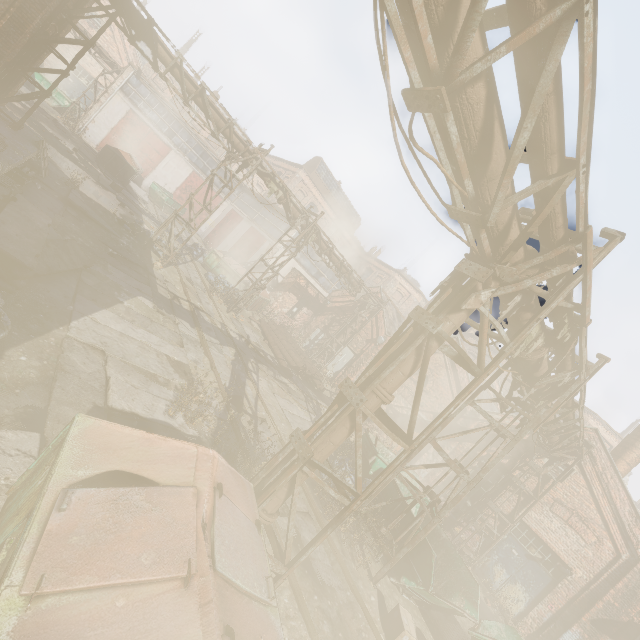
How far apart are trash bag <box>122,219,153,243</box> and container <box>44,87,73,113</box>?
20.1 meters

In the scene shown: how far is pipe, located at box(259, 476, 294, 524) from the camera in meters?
4.3

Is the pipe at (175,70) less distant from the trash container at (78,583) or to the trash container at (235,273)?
the trash container at (78,583)

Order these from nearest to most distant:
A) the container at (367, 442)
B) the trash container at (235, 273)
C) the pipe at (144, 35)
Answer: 1. the pipe at (144, 35)
2. the container at (367, 442)
3. the trash container at (235, 273)

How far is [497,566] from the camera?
12.3m

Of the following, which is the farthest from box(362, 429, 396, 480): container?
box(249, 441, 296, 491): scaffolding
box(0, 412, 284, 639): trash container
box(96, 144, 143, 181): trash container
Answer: box(96, 144, 143, 181): trash container

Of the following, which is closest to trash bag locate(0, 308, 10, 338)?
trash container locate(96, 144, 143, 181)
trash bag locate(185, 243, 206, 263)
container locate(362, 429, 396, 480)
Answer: container locate(362, 429, 396, 480)

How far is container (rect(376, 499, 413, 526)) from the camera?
9.06m
